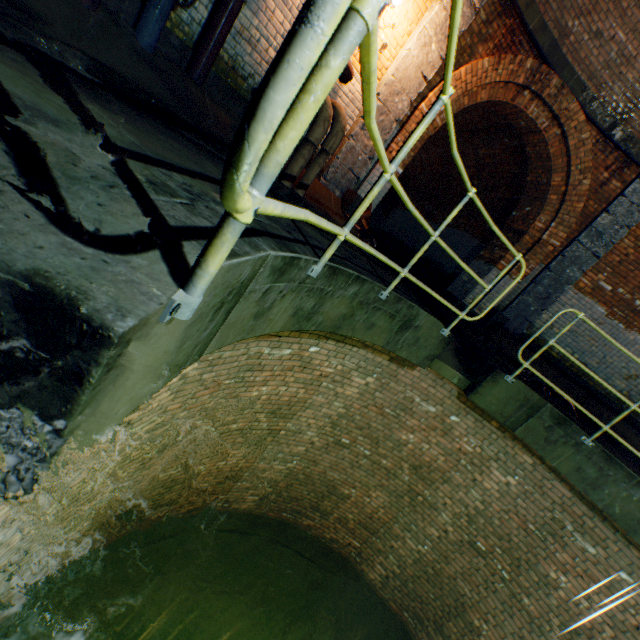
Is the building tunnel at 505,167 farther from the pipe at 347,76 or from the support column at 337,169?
the pipe at 347,76

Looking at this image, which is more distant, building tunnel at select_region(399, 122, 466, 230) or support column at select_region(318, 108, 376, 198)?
building tunnel at select_region(399, 122, 466, 230)

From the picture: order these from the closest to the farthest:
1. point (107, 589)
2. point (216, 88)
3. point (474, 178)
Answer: point (216, 88)
point (107, 589)
point (474, 178)

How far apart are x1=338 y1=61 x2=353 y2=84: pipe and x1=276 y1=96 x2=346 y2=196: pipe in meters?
0.4 m

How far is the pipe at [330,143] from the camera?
4.2 meters

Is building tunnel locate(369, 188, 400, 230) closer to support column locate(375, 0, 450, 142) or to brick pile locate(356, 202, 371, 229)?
brick pile locate(356, 202, 371, 229)

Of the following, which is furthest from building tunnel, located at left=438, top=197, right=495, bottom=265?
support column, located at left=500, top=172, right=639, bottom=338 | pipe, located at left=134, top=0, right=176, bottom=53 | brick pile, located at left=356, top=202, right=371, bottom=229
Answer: pipe, located at left=134, top=0, right=176, bottom=53

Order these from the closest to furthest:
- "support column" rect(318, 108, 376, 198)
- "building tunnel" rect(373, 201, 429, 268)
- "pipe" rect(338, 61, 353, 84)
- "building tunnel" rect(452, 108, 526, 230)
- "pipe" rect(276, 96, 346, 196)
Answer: "pipe" rect(276, 96, 346, 196)
"pipe" rect(338, 61, 353, 84)
"support column" rect(318, 108, 376, 198)
"building tunnel" rect(452, 108, 526, 230)
"building tunnel" rect(373, 201, 429, 268)
